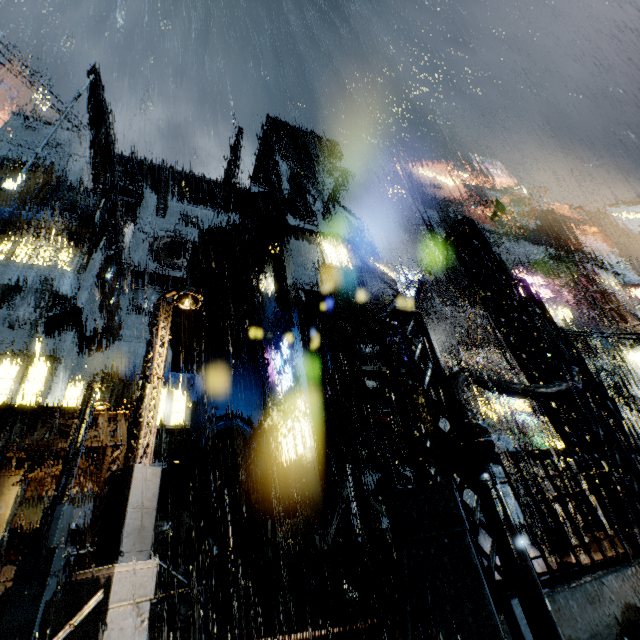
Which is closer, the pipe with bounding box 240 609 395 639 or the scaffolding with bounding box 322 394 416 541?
the pipe with bounding box 240 609 395 639

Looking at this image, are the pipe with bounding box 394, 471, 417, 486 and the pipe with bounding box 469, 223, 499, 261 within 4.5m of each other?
no

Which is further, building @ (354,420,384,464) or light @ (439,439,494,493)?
building @ (354,420,384,464)

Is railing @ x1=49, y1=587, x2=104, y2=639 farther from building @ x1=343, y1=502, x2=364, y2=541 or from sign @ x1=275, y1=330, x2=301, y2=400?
sign @ x1=275, y1=330, x2=301, y2=400

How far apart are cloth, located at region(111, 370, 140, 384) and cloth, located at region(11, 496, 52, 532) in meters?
6.8 m

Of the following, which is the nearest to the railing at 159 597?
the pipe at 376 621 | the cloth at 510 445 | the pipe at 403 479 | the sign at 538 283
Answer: the pipe at 376 621

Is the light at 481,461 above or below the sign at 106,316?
below

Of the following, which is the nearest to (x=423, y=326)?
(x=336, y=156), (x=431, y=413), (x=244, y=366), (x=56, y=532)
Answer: (x=431, y=413)
